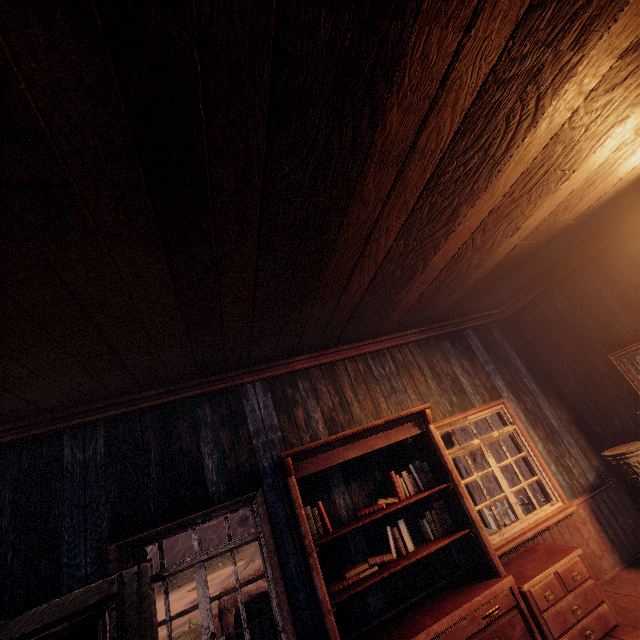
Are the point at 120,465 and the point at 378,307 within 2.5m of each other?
no

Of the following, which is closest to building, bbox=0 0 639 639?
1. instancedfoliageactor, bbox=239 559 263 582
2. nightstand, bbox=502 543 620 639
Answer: nightstand, bbox=502 543 620 639

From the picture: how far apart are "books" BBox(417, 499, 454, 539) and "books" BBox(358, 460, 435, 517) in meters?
0.2 m

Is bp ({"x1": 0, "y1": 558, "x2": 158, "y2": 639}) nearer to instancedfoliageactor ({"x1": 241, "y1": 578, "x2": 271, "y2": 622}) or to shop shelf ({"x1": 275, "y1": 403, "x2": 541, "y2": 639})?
shop shelf ({"x1": 275, "y1": 403, "x2": 541, "y2": 639})

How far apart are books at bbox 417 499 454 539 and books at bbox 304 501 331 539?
1.14m

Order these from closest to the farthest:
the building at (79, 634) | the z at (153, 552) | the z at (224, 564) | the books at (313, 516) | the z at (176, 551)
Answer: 1. the building at (79, 634)
2. the books at (313, 516)
3. the z at (224, 564)
4. the z at (176, 551)
5. the z at (153, 552)

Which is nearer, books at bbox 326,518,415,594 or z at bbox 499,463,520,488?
books at bbox 326,518,415,594

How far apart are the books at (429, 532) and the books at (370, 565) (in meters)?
0.27
